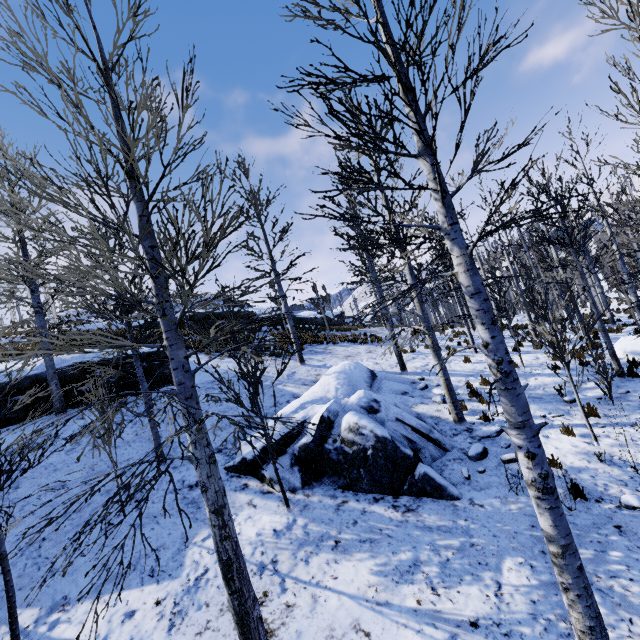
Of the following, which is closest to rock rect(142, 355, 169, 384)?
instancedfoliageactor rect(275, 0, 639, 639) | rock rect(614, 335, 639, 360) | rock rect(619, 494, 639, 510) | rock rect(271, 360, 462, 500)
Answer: rock rect(271, 360, 462, 500)

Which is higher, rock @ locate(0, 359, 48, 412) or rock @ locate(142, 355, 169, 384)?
rock @ locate(0, 359, 48, 412)

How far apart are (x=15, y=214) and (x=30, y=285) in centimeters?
254cm

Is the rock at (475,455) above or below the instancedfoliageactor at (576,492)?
above

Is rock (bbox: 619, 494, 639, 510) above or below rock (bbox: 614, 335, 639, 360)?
below

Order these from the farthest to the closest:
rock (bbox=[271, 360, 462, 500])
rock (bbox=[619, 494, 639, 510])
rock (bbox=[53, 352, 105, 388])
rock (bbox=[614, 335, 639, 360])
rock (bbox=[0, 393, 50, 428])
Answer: rock (bbox=[614, 335, 639, 360]) → rock (bbox=[53, 352, 105, 388]) → rock (bbox=[0, 393, 50, 428]) → rock (bbox=[271, 360, 462, 500]) → rock (bbox=[619, 494, 639, 510])

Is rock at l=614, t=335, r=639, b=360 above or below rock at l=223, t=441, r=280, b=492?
below

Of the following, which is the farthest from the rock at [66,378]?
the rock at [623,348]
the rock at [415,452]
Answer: the rock at [623,348]
